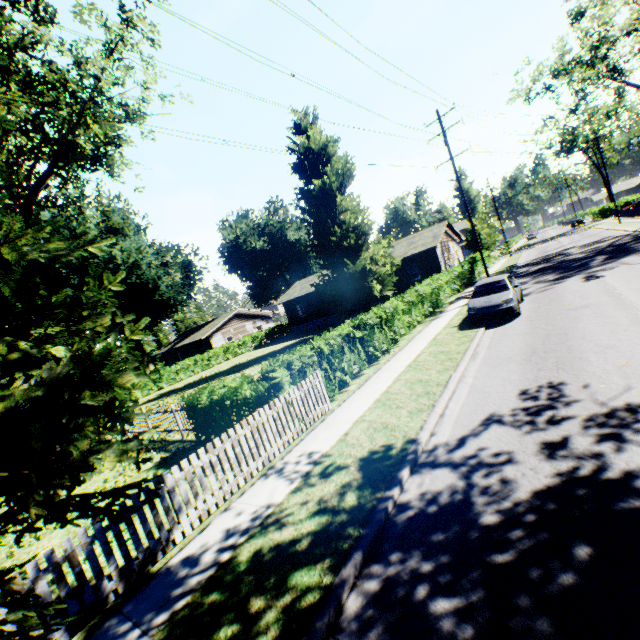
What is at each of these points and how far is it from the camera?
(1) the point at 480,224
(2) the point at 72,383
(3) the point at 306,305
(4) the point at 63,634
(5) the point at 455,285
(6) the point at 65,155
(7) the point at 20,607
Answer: (1) tree, 40.5 meters
(2) plant, 4.2 meters
(3) house, 39.5 meters
(4) fence, 4.4 meters
(5) hedge, 27.0 meters
(6) tree, 17.0 meters
(7) plant, 3.4 meters

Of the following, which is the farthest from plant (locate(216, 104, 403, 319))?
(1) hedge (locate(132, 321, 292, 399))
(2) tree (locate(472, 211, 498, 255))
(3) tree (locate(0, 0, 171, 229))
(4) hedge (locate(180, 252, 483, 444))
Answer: (2) tree (locate(472, 211, 498, 255))

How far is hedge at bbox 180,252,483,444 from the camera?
8.96m

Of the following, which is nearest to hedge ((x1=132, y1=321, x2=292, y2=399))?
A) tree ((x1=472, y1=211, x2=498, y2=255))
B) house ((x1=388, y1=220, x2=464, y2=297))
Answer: house ((x1=388, y1=220, x2=464, y2=297))

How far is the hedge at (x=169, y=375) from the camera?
31.1 meters

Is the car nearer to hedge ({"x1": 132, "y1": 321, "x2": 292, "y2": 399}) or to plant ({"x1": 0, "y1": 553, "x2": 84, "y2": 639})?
plant ({"x1": 0, "y1": 553, "x2": 84, "y2": 639})

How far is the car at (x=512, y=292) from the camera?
13.0m

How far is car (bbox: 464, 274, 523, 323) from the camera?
13.0m
